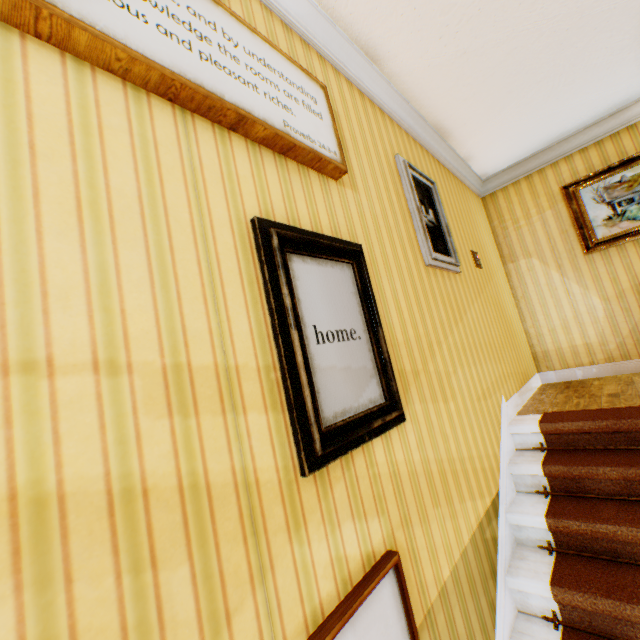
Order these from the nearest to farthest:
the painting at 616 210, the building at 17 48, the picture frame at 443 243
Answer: the building at 17 48, the picture frame at 443 243, the painting at 616 210

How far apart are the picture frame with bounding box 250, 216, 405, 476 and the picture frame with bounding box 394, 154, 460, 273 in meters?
1.0

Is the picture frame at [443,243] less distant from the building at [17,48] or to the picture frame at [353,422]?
the building at [17,48]

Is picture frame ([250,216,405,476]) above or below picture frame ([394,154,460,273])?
below

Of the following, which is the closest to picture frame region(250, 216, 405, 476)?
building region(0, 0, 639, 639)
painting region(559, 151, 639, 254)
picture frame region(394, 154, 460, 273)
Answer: building region(0, 0, 639, 639)

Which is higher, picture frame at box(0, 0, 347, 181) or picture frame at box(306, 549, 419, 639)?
picture frame at box(0, 0, 347, 181)

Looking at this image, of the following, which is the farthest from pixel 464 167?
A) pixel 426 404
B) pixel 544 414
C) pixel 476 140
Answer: pixel 426 404

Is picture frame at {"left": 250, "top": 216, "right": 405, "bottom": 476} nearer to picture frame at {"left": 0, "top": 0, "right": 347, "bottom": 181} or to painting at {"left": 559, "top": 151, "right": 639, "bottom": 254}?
picture frame at {"left": 0, "top": 0, "right": 347, "bottom": 181}
